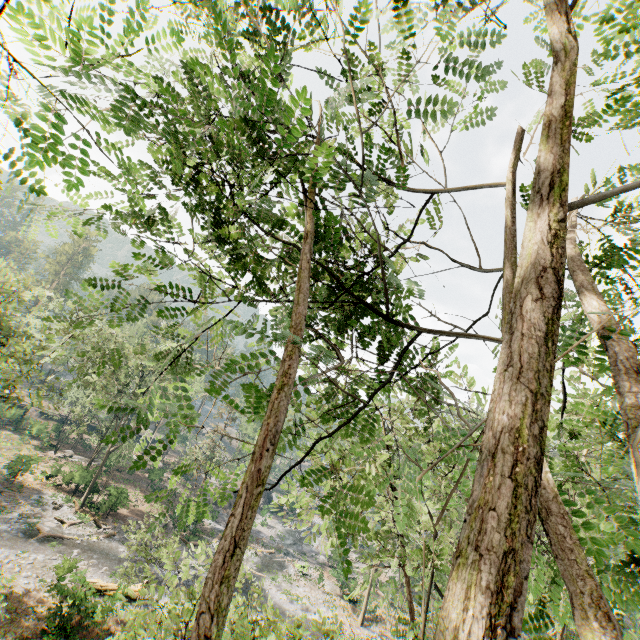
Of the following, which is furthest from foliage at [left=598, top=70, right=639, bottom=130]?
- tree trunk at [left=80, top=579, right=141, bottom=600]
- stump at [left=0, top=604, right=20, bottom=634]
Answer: stump at [left=0, top=604, right=20, bottom=634]

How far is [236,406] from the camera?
2.45m

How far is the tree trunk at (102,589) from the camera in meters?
19.8 m

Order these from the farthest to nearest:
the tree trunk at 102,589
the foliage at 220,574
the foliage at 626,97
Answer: the tree trunk at 102,589 → the foliage at 626,97 → the foliage at 220,574

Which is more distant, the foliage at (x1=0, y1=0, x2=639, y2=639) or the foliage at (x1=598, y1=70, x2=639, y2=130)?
the foliage at (x1=598, y1=70, x2=639, y2=130)

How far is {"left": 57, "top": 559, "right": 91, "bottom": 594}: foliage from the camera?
18.6m

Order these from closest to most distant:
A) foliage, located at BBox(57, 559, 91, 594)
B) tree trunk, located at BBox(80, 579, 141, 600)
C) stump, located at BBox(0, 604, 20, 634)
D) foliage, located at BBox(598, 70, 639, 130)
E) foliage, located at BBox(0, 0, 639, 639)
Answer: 1. foliage, located at BBox(0, 0, 639, 639)
2. foliage, located at BBox(598, 70, 639, 130)
3. stump, located at BBox(0, 604, 20, 634)
4. foliage, located at BBox(57, 559, 91, 594)
5. tree trunk, located at BBox(80, 579, 141, 600)
